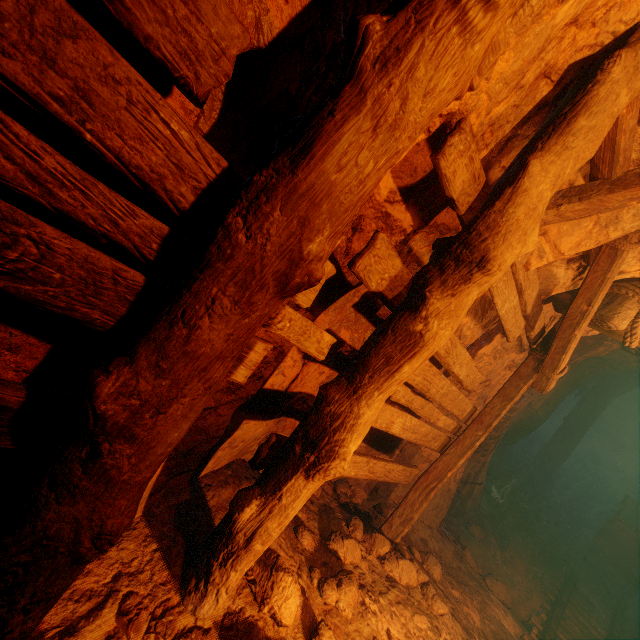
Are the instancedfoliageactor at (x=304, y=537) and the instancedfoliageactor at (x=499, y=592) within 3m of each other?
no

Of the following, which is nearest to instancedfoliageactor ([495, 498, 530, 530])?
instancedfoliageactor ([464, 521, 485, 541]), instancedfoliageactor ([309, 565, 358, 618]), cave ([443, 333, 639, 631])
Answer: cave ([443, 333, 639, 631])

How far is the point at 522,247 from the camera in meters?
1.8

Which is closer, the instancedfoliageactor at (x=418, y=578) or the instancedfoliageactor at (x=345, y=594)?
the instancedfoliageactor at (x=345, y=594)

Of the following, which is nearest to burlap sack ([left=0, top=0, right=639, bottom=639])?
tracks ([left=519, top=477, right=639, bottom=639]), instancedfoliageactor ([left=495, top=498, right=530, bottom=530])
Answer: tracks ([left=519, top=477, right=639, bottom=639])

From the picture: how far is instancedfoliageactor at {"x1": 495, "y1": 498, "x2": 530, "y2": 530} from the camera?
6.9m

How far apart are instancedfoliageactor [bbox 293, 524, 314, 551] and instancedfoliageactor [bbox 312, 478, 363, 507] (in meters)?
0.69

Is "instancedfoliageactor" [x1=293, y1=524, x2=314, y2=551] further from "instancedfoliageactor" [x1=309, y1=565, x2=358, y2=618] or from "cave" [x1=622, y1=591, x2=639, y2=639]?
"cave" [x1=622, y1=591, x2=639, y2=639]
